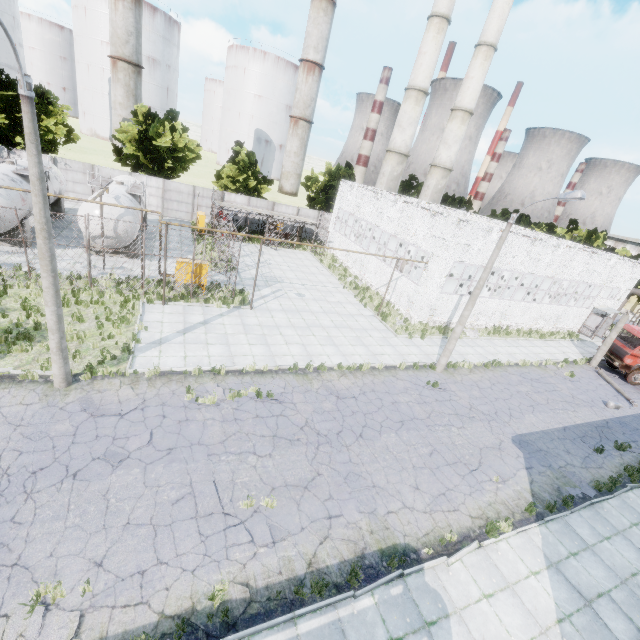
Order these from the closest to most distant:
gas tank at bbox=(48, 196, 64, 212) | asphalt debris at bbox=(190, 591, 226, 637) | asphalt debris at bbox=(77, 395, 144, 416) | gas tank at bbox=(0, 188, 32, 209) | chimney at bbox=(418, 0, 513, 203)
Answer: asphalt debris at bbox=(190, 591, 226, 637) → asphalt debris at bbox=(77, 395, 144, 416) → gas tank at bbox=(0, 188, 32, 209) → gas tank at bbox=(48, 196, 64, 212) → chimney at bbox=(418, 0, 513, 203)

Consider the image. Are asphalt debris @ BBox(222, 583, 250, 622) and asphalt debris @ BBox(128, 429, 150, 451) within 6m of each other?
yes

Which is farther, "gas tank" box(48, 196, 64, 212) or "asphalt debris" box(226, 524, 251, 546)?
"gas tank" box(48, 196, 64, 212)

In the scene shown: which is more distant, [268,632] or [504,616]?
[504,616]

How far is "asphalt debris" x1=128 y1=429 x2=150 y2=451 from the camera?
9.66m

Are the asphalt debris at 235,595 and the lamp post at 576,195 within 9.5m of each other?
no

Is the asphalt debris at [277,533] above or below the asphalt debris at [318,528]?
below

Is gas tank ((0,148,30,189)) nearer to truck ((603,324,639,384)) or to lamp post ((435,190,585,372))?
lamp post ((435,190,585,372))
